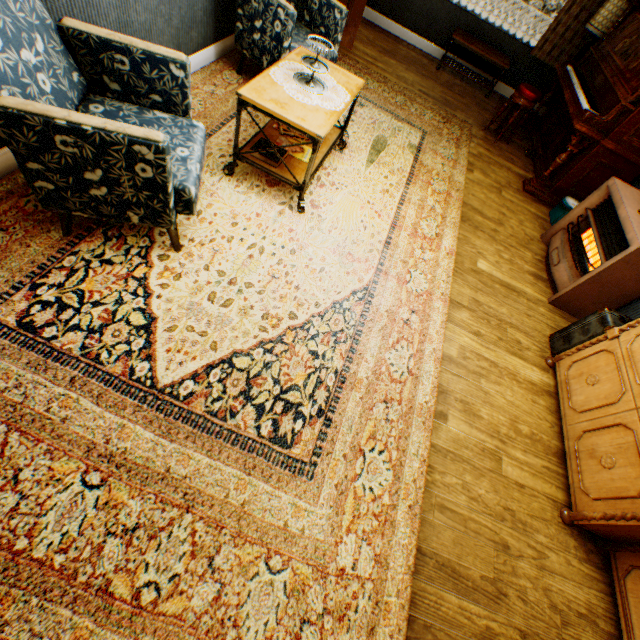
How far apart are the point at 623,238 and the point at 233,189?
3.6 meters

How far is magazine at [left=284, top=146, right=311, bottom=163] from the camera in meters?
2.9

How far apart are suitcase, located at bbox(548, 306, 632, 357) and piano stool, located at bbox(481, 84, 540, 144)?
3.74m

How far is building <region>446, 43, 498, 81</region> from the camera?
6.4m

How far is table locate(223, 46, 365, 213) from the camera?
2.35m

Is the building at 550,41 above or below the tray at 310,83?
below

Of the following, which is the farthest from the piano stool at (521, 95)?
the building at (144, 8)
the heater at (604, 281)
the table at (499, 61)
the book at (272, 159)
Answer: the book at (272, 159)

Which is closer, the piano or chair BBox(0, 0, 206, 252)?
chair BBox(0, 0, 206, 252)
